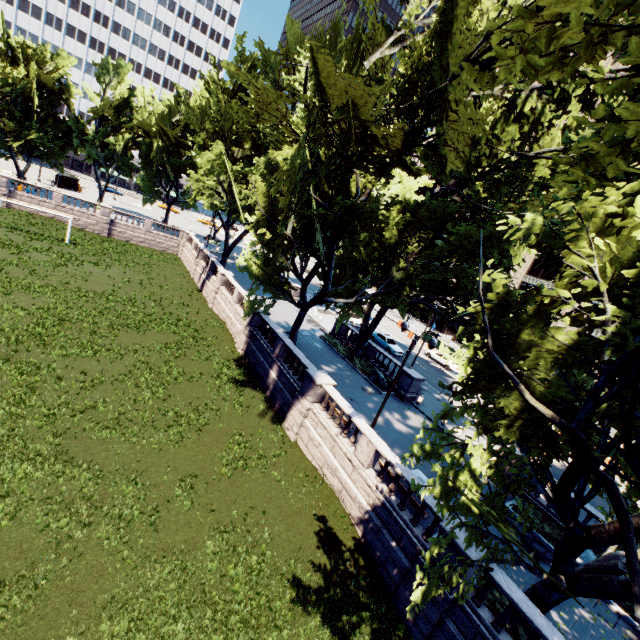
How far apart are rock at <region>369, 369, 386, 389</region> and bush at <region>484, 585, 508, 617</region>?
14.5 meters

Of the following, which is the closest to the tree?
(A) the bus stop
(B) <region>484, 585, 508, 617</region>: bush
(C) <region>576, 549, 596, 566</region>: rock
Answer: (B) <region>484, 585, 508, 617</region>: bush

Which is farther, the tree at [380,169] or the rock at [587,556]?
the rock at [587,556]

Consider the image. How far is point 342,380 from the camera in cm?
2472

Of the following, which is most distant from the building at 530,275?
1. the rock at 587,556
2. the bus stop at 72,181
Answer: the bus stop at 72,181

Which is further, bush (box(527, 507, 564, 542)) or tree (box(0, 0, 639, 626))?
bush (box(527, 507, 564, 542))

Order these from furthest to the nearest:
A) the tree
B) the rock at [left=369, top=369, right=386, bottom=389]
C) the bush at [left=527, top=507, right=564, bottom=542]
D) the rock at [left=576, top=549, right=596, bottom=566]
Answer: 1. the rock at [left=369, top=369, right=386, bottom=389]
2. the bush at [left=527, top=507, right=564, bottom=542]
3. the rock at [left=576, top=549, right=596, bottom=566]
4. the tree

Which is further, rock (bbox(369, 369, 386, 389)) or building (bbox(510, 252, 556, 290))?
building (bbox(510, 252, 556, 290))
